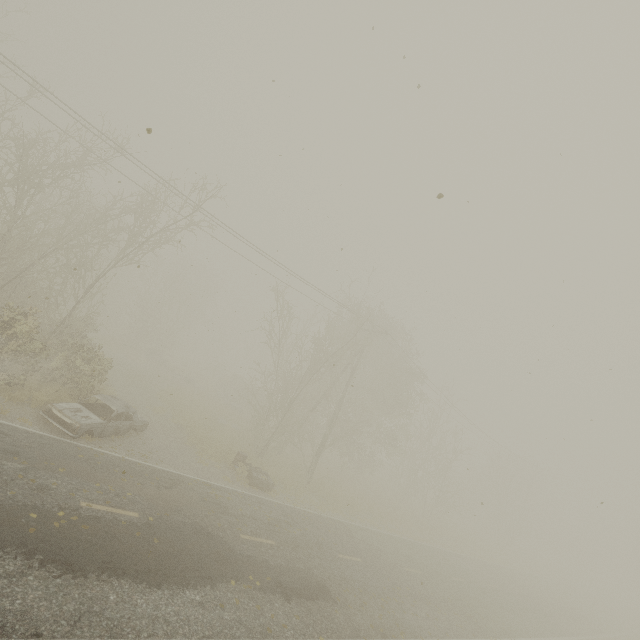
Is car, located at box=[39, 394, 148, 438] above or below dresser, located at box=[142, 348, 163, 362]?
below

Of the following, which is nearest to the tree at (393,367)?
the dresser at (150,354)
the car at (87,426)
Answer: the car at (87,426)

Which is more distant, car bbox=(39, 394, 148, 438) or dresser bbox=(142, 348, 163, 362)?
dresser bbox=(142, 348, 163, 362)

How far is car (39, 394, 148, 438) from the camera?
11.3m

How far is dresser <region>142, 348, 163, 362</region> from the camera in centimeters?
3381cm

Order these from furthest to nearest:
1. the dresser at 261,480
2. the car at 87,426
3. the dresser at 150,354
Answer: the dresser at 150,354 < the dresser at 261,480 < the car at 87,426

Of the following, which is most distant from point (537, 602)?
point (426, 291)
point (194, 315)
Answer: point (194, 315)

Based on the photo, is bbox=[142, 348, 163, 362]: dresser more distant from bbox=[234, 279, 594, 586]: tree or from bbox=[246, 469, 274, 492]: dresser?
bbox=[246, 469, 274, 492]: dresser
